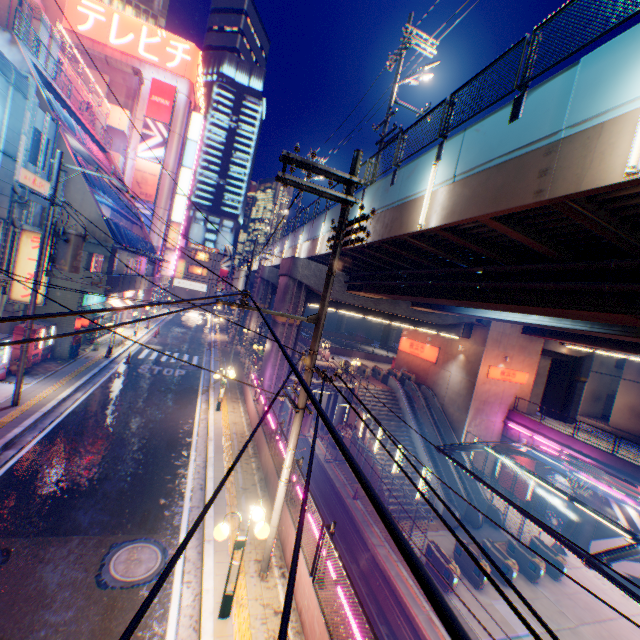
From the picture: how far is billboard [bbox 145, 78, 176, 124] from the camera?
36.1m

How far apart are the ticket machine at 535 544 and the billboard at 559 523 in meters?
4.1

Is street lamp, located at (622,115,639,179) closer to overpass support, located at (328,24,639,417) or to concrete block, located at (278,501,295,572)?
overpass support, located at (328,24,639,417)

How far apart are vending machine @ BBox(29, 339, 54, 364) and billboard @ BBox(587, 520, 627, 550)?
34.7 meters

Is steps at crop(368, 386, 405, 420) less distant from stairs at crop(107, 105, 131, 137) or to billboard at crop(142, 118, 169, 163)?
billboard at crop(142, 118, 169, 163)

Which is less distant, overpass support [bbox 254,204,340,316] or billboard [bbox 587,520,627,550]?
overpass support [bbox 254,204,340,316]

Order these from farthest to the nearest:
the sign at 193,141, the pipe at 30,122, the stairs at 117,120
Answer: the sign at 193,141, the stairs at 117,120, the pipe at 30,122

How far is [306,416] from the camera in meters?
17.2 m
